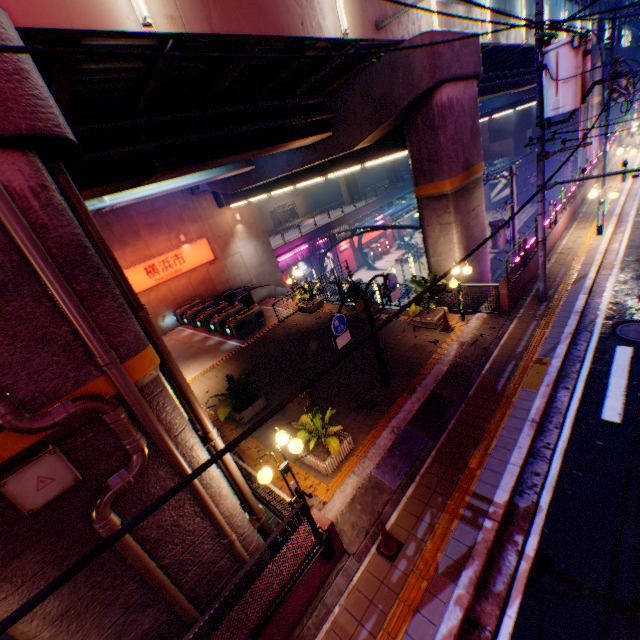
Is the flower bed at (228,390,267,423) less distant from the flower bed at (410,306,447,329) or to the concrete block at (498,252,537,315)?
the flower bed at (410,306,447,329)

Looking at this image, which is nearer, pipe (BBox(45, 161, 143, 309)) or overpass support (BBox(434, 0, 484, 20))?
pipe (BBox(45, 161, 143, 309))

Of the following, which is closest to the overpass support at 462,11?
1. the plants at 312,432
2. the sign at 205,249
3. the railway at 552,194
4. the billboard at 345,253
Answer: the plants at 312,432

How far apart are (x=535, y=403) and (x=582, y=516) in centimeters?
275cm

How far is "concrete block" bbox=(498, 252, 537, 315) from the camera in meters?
11.5

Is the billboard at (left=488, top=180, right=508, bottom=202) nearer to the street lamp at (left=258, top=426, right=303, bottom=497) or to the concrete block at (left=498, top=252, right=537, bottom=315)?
the concrete block at (left=498, top=252, right=537, bottom=315)

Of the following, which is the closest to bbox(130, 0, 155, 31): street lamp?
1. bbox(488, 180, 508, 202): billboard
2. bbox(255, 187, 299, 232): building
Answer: bbox(255, 187, 299, 232): building

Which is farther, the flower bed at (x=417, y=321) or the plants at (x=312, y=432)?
the flower bed at (x=417, y=321)
